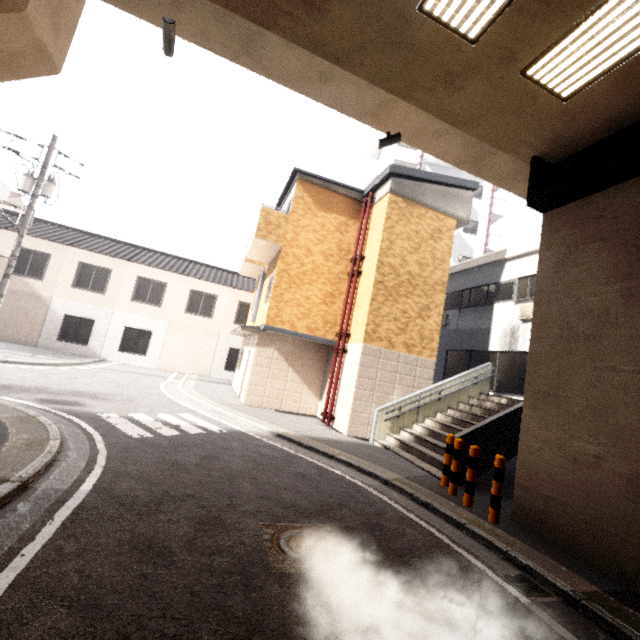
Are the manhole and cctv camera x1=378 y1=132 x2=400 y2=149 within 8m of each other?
yes

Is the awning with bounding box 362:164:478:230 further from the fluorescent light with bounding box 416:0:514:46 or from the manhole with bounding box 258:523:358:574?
the manhole with bounding box 258:523:358:574

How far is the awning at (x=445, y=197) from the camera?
11.48m

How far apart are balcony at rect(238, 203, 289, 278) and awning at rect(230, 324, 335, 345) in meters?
3.0 m

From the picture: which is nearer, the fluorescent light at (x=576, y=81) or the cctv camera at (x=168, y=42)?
the fluorescent light at (x=576, y=81)

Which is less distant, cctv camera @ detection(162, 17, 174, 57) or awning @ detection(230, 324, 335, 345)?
cctv camera @ detection(162, 17, 174, 57)

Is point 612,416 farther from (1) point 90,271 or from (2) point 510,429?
(1) point 90,271

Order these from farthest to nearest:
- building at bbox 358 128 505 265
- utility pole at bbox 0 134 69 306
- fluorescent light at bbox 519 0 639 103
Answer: building at bbox 358 128 505 265
utility pole at bbox 0 134 69 306
fluorescent light at bbox 519 0 639 103
